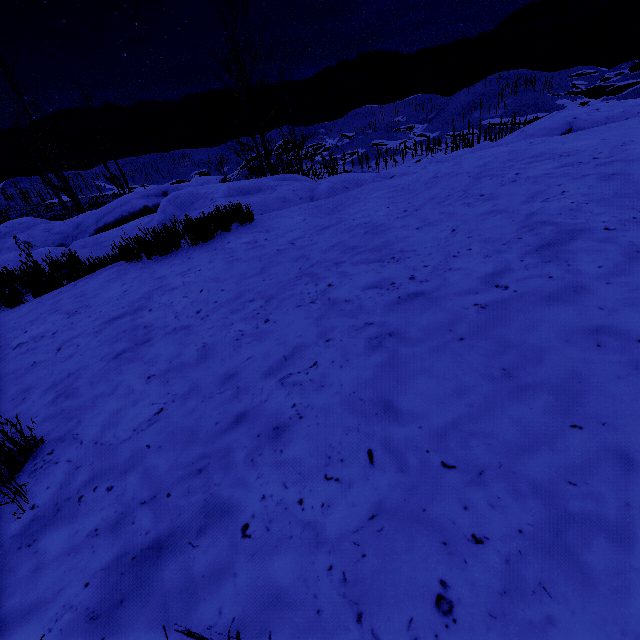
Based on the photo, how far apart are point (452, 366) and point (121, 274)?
5.6m
